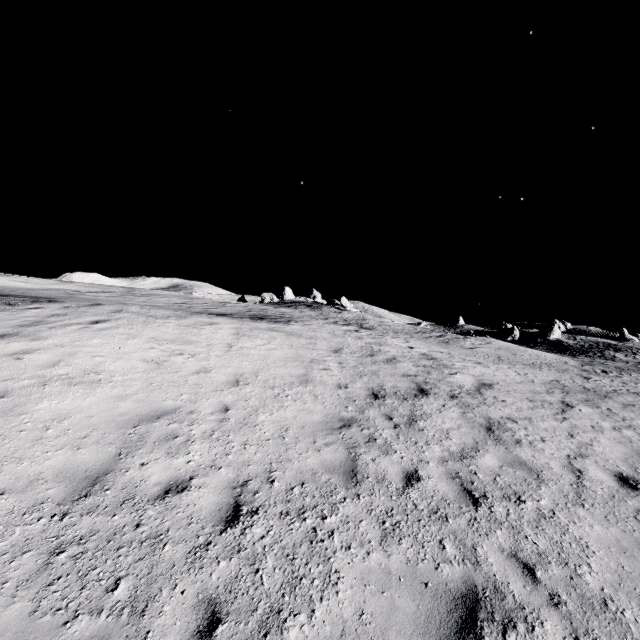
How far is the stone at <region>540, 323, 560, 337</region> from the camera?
58.1m

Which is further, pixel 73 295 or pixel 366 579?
pixel 73 295

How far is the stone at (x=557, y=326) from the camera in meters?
58.1 m
